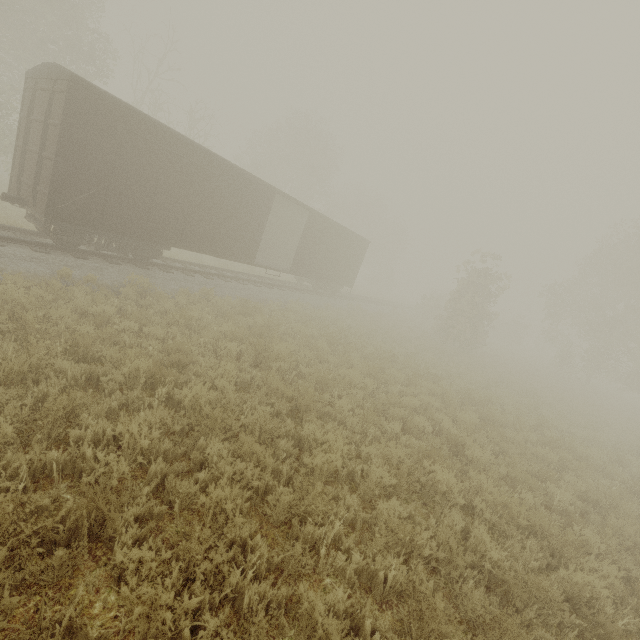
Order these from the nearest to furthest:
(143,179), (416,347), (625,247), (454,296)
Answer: (143,179) → (416,347) → (454,296) → (625,247)

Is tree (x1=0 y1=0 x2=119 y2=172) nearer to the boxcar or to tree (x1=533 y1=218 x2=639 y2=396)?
the boxcar

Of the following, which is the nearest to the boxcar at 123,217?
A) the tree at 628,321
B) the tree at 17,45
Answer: the tree at 17,45

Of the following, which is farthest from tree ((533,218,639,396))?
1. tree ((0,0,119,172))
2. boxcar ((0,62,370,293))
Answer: boxcar ((0,62,370,293))
